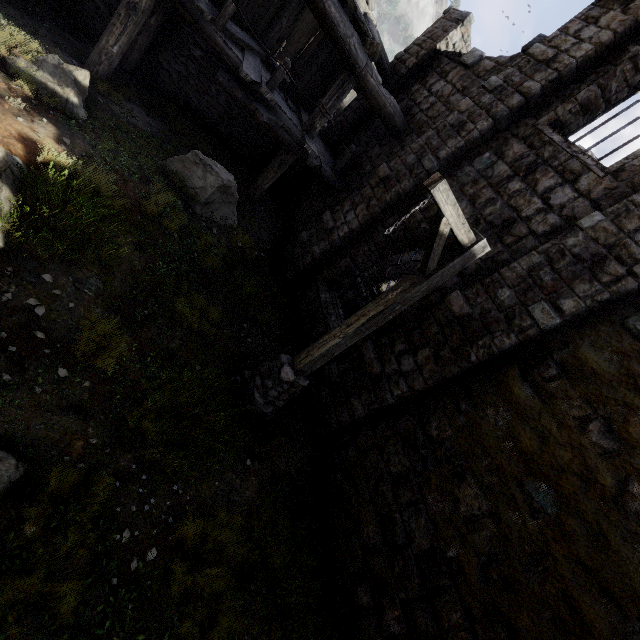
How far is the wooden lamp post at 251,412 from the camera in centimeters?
398cm

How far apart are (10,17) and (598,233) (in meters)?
11.04

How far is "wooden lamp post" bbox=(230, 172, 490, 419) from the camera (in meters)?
3.98
